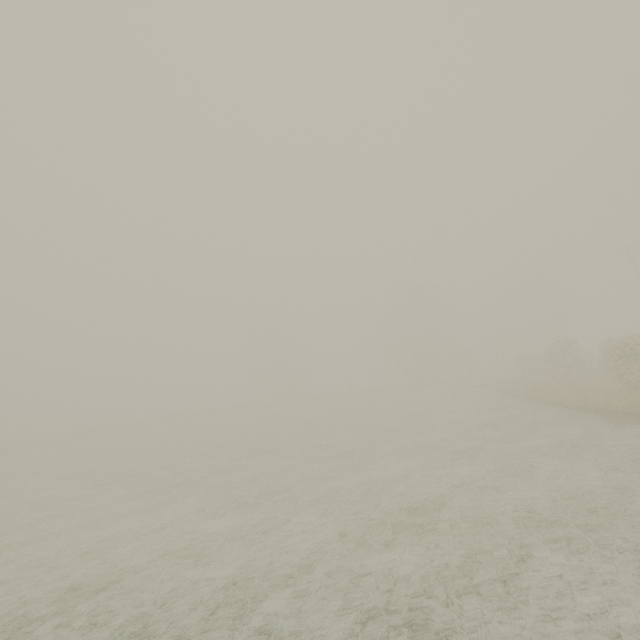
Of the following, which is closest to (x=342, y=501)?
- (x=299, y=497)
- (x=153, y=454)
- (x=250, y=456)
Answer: (x=299, y=497)
